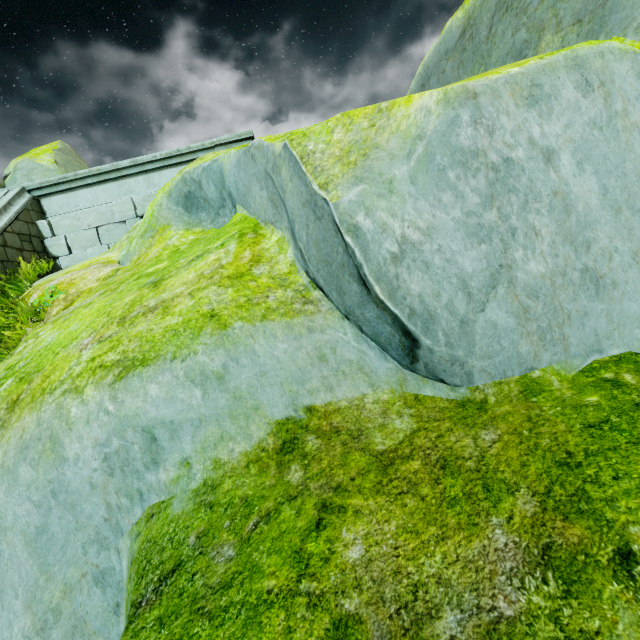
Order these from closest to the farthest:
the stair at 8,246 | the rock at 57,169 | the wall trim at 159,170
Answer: the stair at 8,246 < the wall trim at 159,170 < the rock at 57,169

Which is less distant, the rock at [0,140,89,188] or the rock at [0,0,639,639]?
the rock at [0,0,639,639]

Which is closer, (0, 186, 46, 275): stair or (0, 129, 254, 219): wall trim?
(0, 186, 46, 275): stair

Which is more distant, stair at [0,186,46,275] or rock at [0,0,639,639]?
stair at [0,186,46,275]

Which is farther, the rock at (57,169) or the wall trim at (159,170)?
the rock at (57,169)

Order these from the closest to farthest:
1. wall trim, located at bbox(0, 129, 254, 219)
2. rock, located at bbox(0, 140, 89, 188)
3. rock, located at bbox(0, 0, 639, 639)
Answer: rock, located at bbox(0, 0, 639, 639), wall trim, located at bbox(0, 129, 254, 219), rock, located at bbox(0, 140, 89, 188)

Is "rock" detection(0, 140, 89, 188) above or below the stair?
above

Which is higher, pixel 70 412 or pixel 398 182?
pixel 398 182
